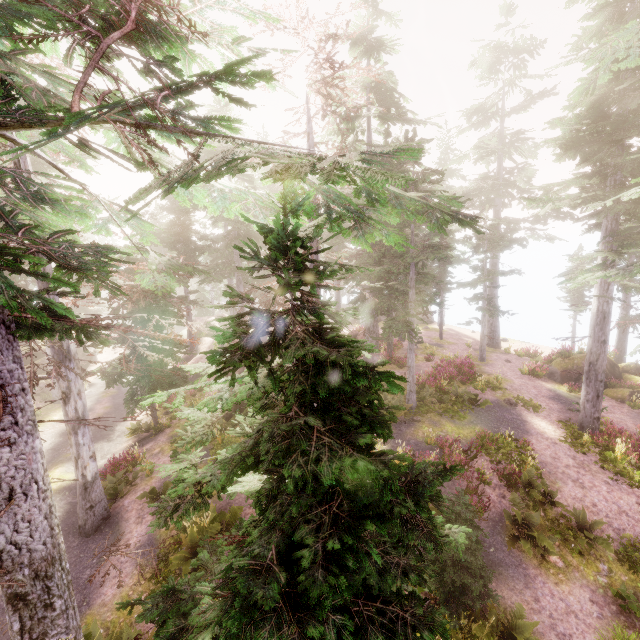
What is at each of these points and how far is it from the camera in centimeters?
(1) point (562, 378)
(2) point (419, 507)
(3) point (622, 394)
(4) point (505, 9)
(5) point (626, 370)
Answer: (1) rock, 2275cm
(2) instancedfoliageactor, 418cm
(3) rock, 2048cm
(4) instancedfoliageactor, 2734cm
(5) rock, 2323cm

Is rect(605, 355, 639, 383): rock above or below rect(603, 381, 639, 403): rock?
above

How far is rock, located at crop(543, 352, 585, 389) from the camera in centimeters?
2233cm

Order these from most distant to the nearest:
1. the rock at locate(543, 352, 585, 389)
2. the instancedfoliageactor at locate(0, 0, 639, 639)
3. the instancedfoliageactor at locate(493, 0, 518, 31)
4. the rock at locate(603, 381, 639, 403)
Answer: the instancedfoliageactor at locate(493, 0, 518, 31)
the rock at locate(543, 352, 585, 389)
the rock at locate(603, 381, 639, 403)
the instancedfoliageactor at locate(0, 0, 639, 639)

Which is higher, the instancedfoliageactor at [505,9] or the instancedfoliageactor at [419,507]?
the instancedfoliageactor at [505,9]

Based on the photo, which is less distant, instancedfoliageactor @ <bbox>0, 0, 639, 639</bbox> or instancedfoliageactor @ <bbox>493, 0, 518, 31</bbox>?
instancedfoliageactor @ <bbox>0, 0, 639, 639</bbox>

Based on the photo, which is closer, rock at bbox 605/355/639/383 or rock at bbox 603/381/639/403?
rock at bbox 603/381/639/403

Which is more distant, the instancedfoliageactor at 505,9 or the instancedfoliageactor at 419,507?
the instancedfoliageactor at 505,9
